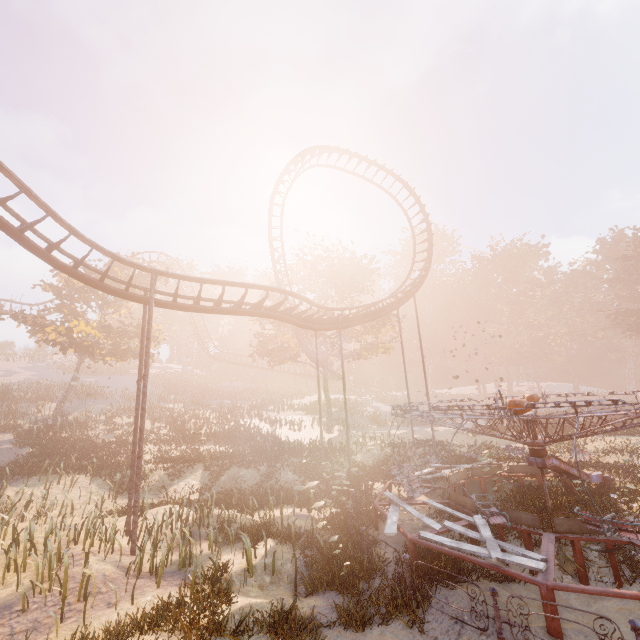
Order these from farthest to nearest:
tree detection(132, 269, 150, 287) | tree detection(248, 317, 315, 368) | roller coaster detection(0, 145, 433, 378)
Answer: tree detection(248, 317, 315, 368)
tree detection(132, 269, 150, 287)
roller coaster detection(0, 145, 433, 378)

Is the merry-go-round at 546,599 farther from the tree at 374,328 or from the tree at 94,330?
the tree at 94,330

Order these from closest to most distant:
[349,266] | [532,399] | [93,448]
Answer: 1. [532,399]
2. [93,448]
3. [349,266]

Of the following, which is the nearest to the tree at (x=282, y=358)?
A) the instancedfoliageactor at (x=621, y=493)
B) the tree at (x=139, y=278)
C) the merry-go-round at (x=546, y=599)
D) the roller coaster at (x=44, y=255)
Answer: the roller coaster at (x=44, y=255)

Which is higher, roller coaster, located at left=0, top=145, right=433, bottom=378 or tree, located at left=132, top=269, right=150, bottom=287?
tree, located at left=132, top=269, right=150, bottom=287

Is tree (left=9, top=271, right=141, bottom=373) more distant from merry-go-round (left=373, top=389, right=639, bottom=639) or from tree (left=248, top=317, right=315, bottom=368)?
merry-go-round (left=373, top=389, right=639, bottom=639)

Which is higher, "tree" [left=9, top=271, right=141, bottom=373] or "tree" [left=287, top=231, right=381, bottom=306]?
"tree" [left=287, top=231, right=381, bottom=306]

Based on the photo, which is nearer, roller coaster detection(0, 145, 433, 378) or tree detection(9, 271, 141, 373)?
roller coaster detection(0, 145, 433, 378)
